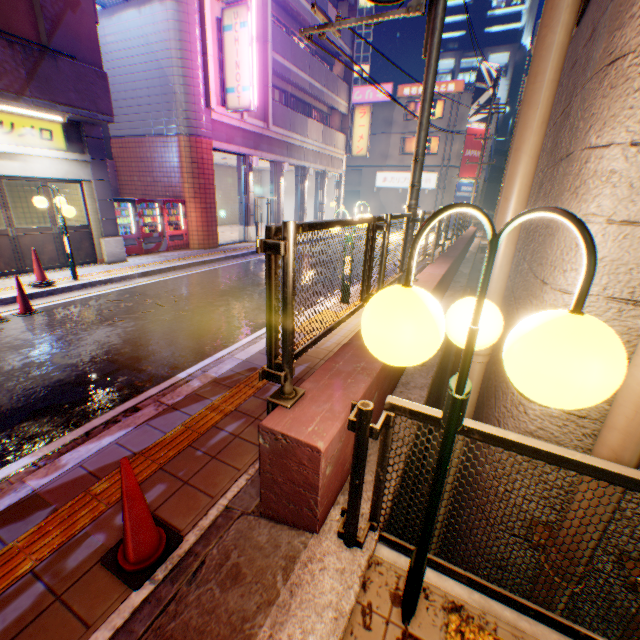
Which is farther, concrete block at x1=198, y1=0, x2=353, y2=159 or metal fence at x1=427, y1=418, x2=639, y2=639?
concrete block at x1=198, y1=0, x2=353, y2=159

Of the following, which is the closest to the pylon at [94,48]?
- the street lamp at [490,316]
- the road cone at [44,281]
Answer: the road cone at [44,281]

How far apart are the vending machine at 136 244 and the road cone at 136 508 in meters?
11.5

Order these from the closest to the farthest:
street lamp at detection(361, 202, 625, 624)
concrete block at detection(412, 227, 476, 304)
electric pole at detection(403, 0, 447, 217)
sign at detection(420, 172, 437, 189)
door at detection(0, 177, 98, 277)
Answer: street lamp at detection(361, 202, 625, 624)
electric pole at detection(403, 0, 447, 217)
concrete block at detection(412, 227, 476, 304)
door at detection(0, 177, 98, 277)
sign at detection(420, 172, 437, 189)

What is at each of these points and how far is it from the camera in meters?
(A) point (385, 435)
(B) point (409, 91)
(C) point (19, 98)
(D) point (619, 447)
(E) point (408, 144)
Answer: (A) metal fence, 2.0
(B) sign, 30.2
(C) balcony, 7.4
(D) pipe, 1.7
(E) window glass, 32.2

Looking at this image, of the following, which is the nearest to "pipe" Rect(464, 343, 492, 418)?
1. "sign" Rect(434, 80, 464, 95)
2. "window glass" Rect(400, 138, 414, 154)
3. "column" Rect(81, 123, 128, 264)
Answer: "column" Rect(81, 123, 128, 264)

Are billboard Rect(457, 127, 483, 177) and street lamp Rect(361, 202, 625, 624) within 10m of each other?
no

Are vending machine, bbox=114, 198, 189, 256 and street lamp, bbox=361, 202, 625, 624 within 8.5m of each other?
no
